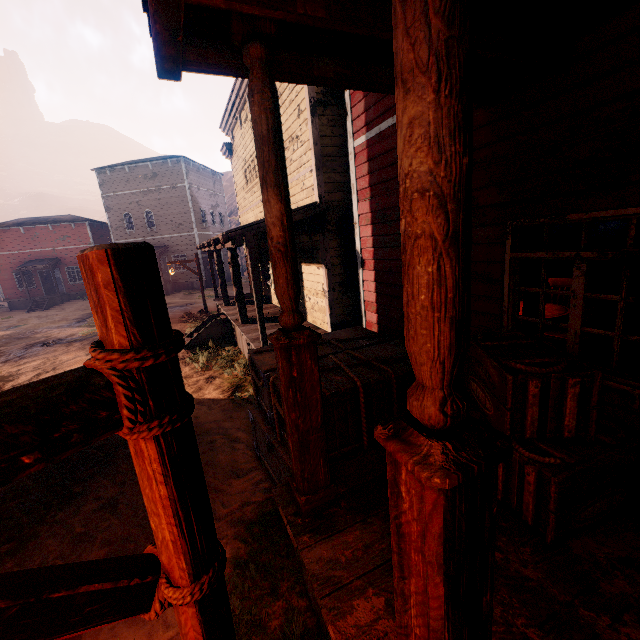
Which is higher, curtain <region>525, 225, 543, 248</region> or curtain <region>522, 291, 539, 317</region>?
curtain <region>525, 225, 543, 248</region>

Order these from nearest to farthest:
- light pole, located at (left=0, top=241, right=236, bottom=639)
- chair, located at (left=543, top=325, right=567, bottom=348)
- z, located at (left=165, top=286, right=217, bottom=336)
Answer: light pole, located at (left=0, top=241, right=236, bottom=639) → chair, located at (left=543, top=325, right=567, bottom=348) → z, located at (left=165, top=286, right=217, bottom=336)

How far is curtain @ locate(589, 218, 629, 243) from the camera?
2.8m

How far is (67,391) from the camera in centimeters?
78cm

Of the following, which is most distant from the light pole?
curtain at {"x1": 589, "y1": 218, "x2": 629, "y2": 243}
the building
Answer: curtain at {"x1": 589, "y1": 218, "x2": 629, "y2": 243}

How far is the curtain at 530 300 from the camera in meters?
3.6

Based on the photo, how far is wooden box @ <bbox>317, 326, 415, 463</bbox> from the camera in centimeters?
352cm
